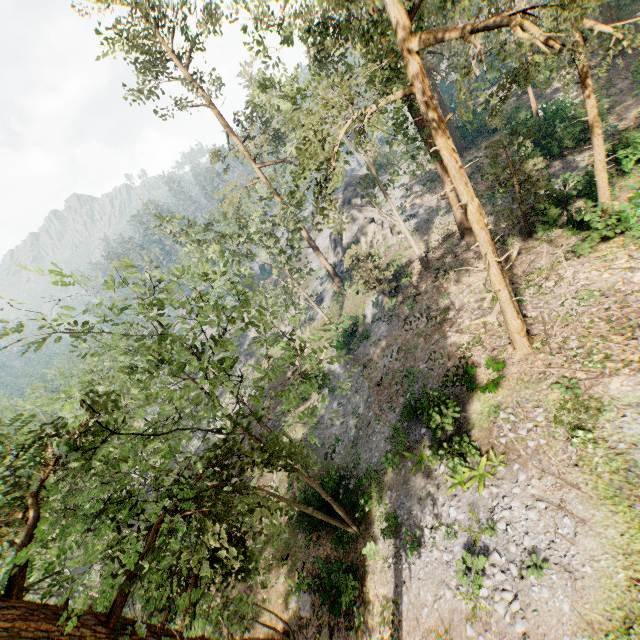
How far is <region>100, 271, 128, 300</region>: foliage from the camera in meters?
11.7

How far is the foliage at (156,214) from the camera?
25.75m

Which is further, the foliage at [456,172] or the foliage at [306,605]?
the foliage at [306,605]

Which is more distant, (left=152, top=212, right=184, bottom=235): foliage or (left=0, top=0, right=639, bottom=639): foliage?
(left=152, top=212, right=184, bottom=235): foliage

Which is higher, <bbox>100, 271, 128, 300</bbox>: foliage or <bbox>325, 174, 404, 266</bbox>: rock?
<bbox>100, 271, 128, 300</bbox>: foliage

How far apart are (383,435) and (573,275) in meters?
15.0

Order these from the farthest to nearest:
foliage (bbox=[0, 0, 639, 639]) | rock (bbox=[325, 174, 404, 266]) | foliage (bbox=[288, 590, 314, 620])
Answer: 1. rock (bbox=[325, 174, 404, 266])
2. foliage (bbox=[288, 590, 314, 620])
3. foliage (bbox=[0, 0, 639, 639])

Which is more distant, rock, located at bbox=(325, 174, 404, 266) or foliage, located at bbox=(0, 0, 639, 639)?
rock, located at bbox=(325, 174, 404, 266)
